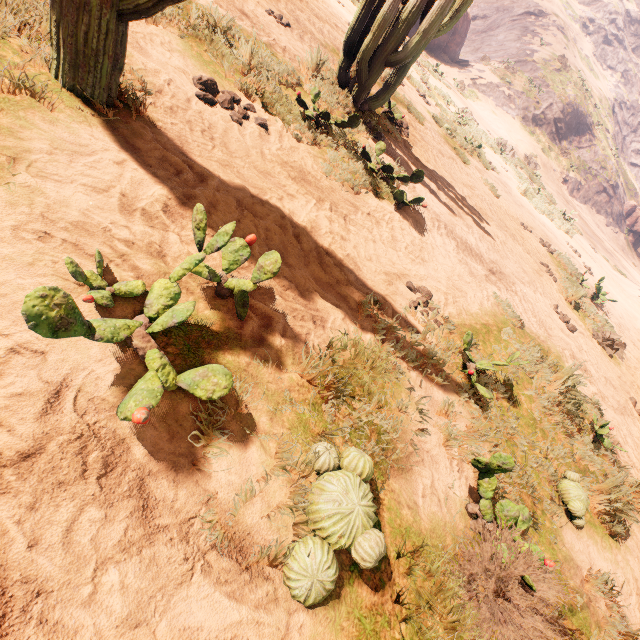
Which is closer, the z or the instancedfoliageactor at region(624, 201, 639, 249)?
the z

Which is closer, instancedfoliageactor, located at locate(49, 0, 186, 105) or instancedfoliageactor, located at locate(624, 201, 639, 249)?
instancedfoliageactor, located at locate(49, 0, 186, 105)

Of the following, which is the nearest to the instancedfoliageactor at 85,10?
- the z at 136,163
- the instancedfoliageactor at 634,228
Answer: the z at 136,163

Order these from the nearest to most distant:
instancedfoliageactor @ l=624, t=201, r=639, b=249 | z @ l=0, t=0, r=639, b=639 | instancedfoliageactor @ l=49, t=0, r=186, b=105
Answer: z @ l=0, t=0, r=639, b=639 < instancedfoliageactor @ l=49, t=0, r=186, b=105 < instancedfoliageactor @ l=624, t=201, r=639, b=249

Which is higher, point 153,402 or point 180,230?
point 153,402

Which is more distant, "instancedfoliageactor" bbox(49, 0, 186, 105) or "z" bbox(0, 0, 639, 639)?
"instancedfoliageactor" bbox(49, 0, 186, 105)

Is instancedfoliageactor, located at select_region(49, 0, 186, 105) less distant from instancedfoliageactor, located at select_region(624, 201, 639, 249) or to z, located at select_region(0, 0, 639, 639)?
z, located at select_region(0, 0, 639, 639)

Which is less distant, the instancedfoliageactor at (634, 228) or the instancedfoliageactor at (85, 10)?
the instancedfoliageactor at (85, 10)
